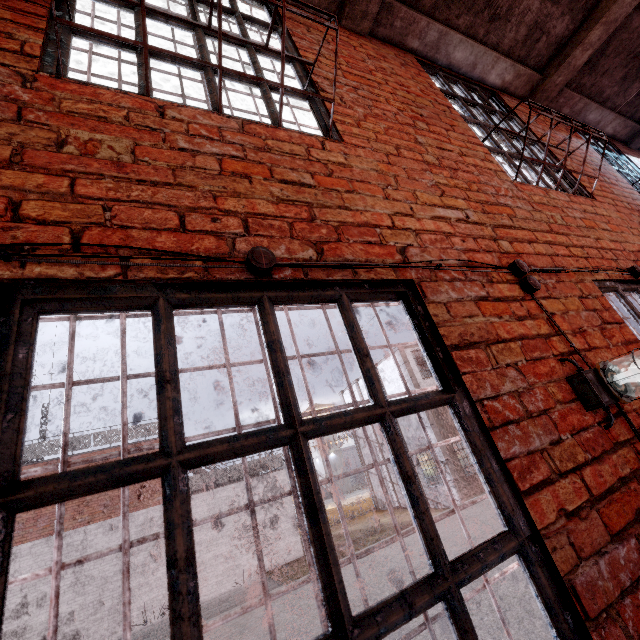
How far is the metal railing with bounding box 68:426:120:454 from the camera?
15.06m

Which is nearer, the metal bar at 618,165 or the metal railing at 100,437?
the metal bar at 618,165

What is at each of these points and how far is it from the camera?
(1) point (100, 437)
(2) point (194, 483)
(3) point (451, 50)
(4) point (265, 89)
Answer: (1) metal railing, 15.59m
(2) metal railing, 16.03m
(3) ceiling beam, 3.57m
(4) metal bar, 1.91m

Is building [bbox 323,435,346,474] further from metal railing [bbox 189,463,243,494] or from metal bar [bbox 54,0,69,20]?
metal bar [bbox 54,0,69,20]

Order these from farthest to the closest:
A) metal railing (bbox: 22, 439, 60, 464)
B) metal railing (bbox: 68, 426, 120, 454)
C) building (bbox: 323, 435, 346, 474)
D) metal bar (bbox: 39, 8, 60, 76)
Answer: building (bbox: 323, 435, 346, 474)
metal railing (bbox: 68, 426, 120, 454)
metal railing (bbox: 22, 439, 60, 464)
metal bar (bbox: 39, 8, 60, 76)

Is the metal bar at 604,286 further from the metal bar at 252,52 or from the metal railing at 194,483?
the metal railing at 194,483

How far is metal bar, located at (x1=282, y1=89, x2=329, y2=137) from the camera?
2.0 meters

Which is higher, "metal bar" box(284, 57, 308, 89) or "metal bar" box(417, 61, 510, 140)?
"metal bar" box(417, 61, 510, 140)
